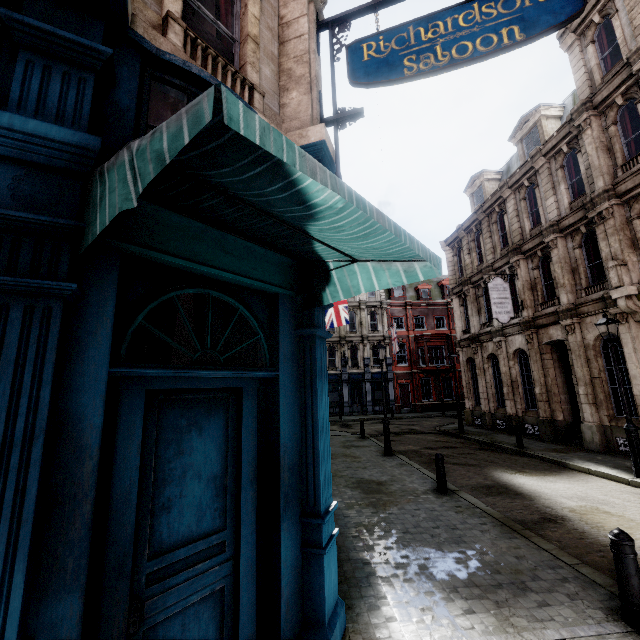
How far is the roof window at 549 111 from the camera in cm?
1662

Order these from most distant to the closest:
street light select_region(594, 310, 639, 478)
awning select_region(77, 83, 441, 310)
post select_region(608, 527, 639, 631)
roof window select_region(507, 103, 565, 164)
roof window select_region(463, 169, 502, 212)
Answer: roof window select_region(463, 169, 502, 212)
roof window select_region(507, 103, 565, 164)
street light select_region(594, 310, 639, 478)
post select_region(608, 527, 639, 631)
awning select_region(77, 83, 441, 310)

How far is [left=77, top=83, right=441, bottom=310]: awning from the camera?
1.38m

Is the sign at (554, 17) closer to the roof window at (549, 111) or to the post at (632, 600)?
the post at (632, 600)

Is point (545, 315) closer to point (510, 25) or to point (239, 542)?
point (510, 25)

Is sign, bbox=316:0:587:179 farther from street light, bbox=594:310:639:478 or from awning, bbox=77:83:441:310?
street light, bbox=594:310:639:478

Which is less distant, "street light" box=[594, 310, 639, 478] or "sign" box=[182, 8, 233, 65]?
"sign" box=[182, 8, 233, 65]

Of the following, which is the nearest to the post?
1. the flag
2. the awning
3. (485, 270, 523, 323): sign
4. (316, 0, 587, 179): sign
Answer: the awning
